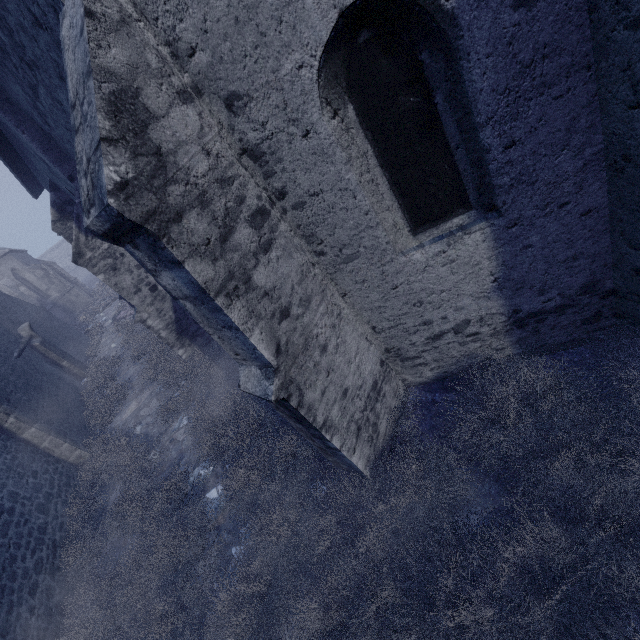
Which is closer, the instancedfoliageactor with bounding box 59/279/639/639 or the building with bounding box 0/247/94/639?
the instancedfoliageactor with bounding box 59/279/639/639

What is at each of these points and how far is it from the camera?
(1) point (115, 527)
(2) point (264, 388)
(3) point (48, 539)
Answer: (1) instancedfoliageactor, 5.75m
(2) building, 2.96m
(3) building, 6.04m

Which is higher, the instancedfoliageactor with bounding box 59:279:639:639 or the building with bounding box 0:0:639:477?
the building with bounding box 0:0:639:477

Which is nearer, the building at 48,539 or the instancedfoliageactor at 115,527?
the instancedfoliageactor at 115,527

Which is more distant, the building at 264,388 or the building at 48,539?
the building at 48,539

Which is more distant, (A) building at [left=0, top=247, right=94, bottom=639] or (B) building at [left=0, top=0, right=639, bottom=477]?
(A) building at [left=0, top=247, right=94, bottom=639]
